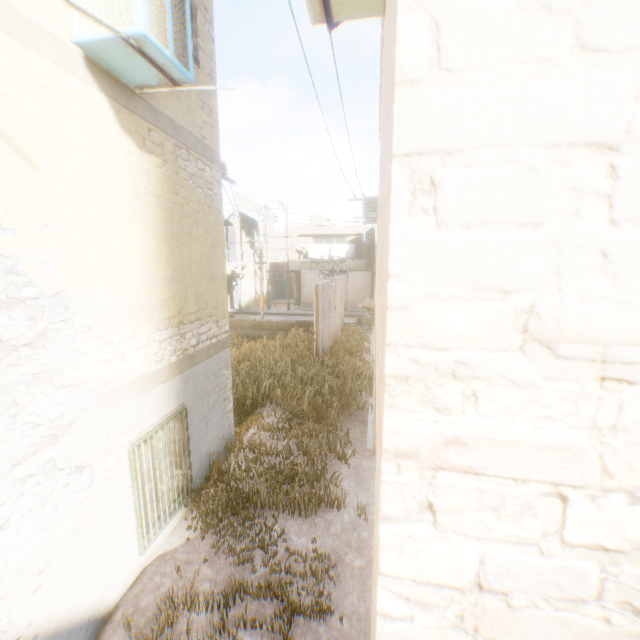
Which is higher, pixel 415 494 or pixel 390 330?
pixel 390 330

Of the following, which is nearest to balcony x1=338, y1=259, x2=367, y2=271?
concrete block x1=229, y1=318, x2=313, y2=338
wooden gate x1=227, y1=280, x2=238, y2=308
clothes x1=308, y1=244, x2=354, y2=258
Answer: clothes x1=308, y1=244, x2=354, y2=258

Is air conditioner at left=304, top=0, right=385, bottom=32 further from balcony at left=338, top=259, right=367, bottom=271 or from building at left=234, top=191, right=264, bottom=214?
balcony at left=338, top=259, right=367, bottom=271

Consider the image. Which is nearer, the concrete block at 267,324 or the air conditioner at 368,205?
the air conditioner at 368,205

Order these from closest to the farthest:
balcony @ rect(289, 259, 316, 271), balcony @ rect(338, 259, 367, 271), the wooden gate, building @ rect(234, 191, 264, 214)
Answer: building @ rect(234, 191, 264, 214) → balcony @ rect(338, 259, 367, 271) → balcony @ rect(289, 259, 316, 271) → the wooden gate

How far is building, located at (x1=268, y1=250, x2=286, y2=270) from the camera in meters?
34.1 m

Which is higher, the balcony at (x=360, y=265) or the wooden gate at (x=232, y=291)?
the balcony at (x=360, y=265)

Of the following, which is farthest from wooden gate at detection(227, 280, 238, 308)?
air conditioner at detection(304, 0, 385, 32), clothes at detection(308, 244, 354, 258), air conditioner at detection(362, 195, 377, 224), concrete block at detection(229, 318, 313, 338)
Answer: air conditioner at detection(304, 0, 385, 32)
